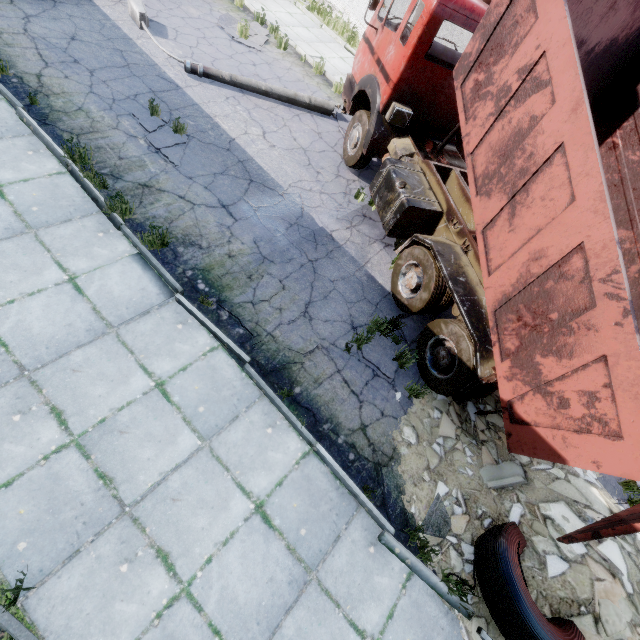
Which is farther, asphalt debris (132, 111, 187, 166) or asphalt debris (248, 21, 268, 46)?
asphalt debris (248, 21, 268, 46)

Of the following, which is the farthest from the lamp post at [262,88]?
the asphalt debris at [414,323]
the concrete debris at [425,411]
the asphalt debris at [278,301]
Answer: the concrete debris at [425,411]

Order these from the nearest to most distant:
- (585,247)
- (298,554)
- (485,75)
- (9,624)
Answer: (9,624), (585,247), (298,554), (485,75)

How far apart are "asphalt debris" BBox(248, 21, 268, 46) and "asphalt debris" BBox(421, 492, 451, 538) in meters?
12.3

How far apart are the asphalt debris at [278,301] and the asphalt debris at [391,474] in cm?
198

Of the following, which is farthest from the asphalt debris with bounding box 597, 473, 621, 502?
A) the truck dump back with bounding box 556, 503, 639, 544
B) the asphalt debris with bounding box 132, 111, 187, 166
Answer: the asphalt debris with bounding box 132, 111, 187, 166

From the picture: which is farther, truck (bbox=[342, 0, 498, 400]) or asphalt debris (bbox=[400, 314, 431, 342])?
asphalt debris (bbox=[400, 314, 431, 342])

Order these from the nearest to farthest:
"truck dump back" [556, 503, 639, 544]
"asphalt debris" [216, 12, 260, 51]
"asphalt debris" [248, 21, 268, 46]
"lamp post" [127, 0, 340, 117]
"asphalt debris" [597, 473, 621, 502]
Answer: "truck dump back" [556, 503, 639, 544] → "asphalt debris" [597, 473, 621, 502] → "lamp post" [127, 0, 340, 117] → "asphalt debris" [216, 12, 260, 51] → "asphalt debris" [248, 21, 268, 46]
